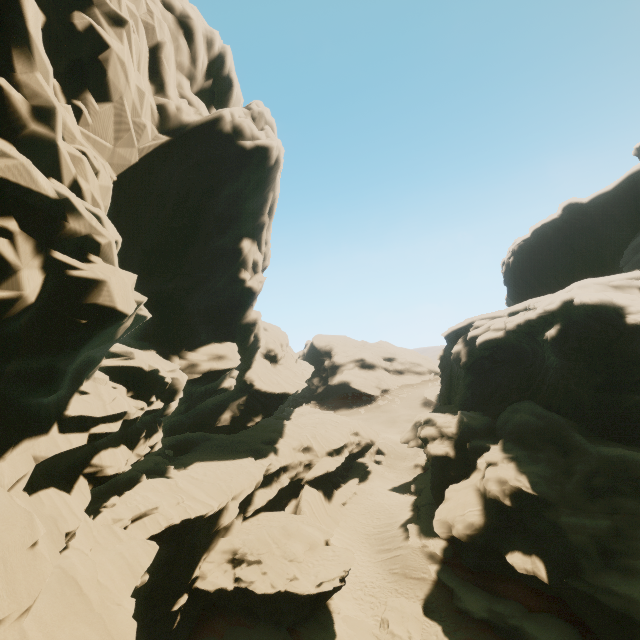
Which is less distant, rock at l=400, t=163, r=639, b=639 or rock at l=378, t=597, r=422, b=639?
rock at l=400, t=163, r=639, b=639

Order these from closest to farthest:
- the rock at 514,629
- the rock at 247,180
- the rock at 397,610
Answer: the rock at 247,180
the rock at 514,629
the rock at 397,610

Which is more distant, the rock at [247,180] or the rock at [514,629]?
the rock at [514,629]

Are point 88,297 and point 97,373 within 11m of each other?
yes

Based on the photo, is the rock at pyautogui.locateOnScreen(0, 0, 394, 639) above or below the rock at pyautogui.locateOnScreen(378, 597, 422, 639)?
above

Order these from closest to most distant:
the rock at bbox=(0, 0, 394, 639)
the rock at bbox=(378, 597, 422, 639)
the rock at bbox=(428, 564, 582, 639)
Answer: the rock at bbox=(0, 0, 394, 639) → the rock at bbox=(428, 564, 582, 639) → the rock at bbox=(378, 597, 422, 639)
